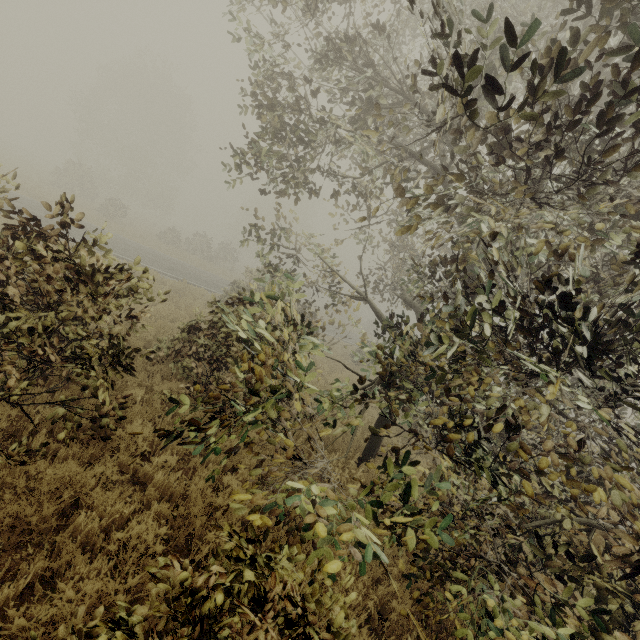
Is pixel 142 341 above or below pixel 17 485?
above
